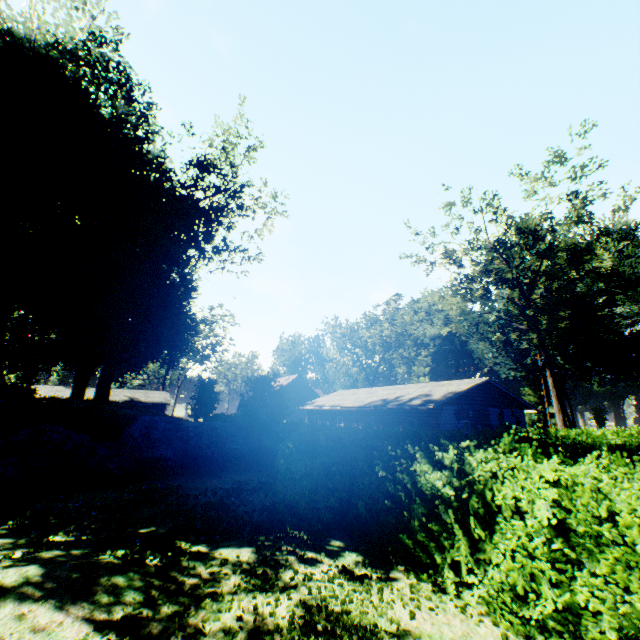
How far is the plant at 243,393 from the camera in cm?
1736

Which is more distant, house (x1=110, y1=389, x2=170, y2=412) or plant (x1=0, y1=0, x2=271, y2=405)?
house (x1=110, y1=389, x2=170, y2=412)

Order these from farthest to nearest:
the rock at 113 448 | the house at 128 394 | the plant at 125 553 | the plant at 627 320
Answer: the house at 128 394, the plant at 627 320, the rock at 113 448, the plant at 125 553

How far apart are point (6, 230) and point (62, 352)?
17.6m

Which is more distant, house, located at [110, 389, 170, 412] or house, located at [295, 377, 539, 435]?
house, located at [110, 389, 170, 412]

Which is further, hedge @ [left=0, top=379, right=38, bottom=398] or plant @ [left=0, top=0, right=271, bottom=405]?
plant @ [left=0, top=0, right=271, bottom=405]

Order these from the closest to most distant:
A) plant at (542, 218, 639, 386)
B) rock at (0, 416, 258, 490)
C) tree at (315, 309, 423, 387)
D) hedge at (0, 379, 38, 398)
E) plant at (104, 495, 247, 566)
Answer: plant at (104, 495, 247, 566) → rock at (0, 416, 258, 490) → hedge at (0, 379, 38, 398) → plant at (542, 218, 639, 386) → tree at (315, 309, 423, 387)

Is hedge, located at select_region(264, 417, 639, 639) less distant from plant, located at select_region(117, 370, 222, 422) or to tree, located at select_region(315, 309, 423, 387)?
plant, located at select_region(117, 370, 222, 422)
